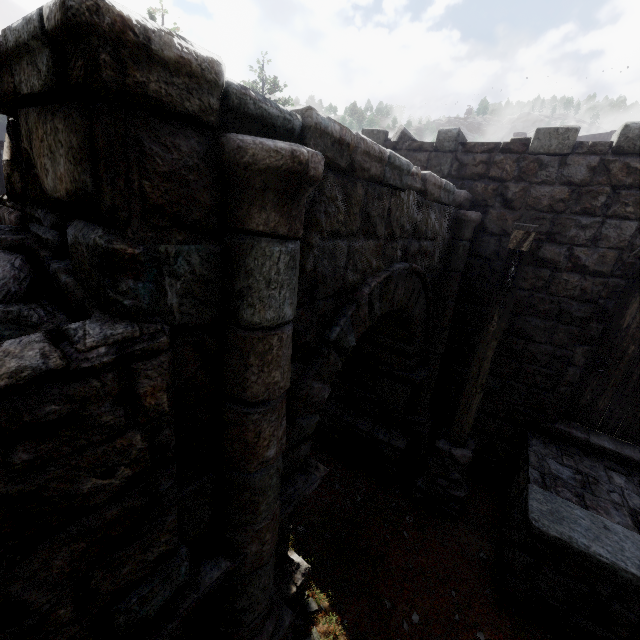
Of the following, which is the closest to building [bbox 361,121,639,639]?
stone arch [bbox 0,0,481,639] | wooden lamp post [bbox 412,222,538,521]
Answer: stone arch [bbox 0,0,481,639]

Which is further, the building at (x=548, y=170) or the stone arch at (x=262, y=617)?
the building at (x=548, y=170)

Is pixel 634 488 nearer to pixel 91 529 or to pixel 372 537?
pixel 372 537

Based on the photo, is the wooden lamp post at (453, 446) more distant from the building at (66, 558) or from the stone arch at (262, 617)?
the building at (66, 558)

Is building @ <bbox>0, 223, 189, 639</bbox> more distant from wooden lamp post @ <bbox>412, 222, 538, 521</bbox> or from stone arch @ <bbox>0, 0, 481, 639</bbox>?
wooden lamp post @ <bbox>412, 222, 538, 521</bbox>

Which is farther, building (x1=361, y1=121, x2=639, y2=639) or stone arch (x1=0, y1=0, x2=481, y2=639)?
building (x1=361, y1=121, x2=639, y2=639)

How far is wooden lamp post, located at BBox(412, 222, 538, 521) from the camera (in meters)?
3.96
